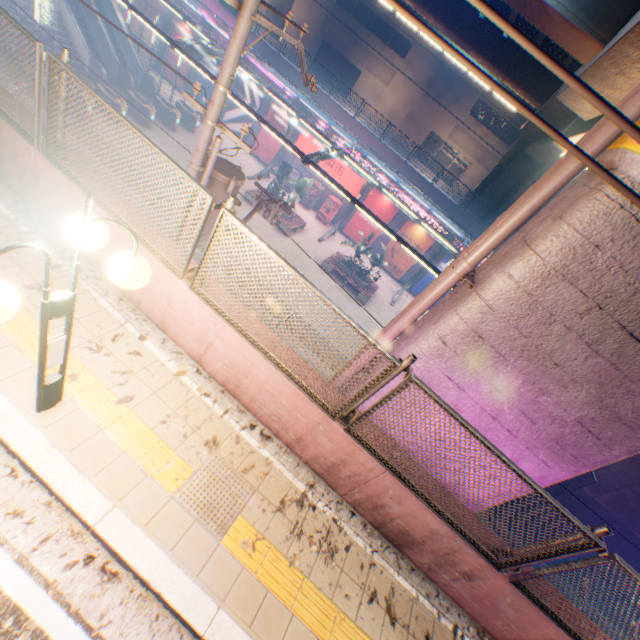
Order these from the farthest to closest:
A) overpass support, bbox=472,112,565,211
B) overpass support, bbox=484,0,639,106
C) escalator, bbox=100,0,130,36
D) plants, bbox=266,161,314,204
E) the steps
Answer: escalator, bbox=100,0,130,36
plants, bbox=266,161,314,204
the steps
overpass support, bbox=472,112,565,211
overpass support, bbox=484,0,639,106

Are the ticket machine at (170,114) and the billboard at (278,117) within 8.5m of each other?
yes

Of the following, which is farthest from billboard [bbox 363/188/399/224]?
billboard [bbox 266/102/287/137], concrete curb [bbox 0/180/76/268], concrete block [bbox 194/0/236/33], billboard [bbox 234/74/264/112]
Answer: concrete curb [bbox 0/180/76/268]

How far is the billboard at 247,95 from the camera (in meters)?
25.11

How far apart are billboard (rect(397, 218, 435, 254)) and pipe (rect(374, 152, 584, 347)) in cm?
2063

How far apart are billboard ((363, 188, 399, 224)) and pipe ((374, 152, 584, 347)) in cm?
2088

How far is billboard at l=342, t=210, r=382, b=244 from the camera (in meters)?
25.58

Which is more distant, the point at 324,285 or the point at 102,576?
the point at 324,285
